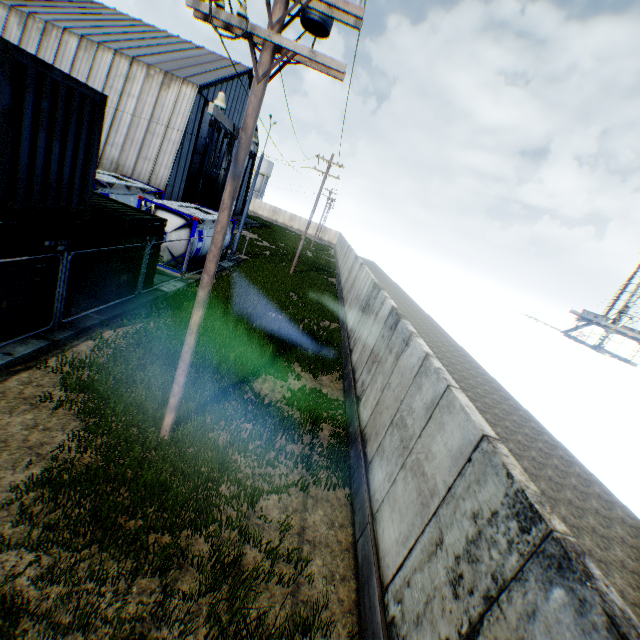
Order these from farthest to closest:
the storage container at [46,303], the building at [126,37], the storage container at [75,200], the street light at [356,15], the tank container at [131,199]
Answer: the building at [126,37], the tank container at [131,199], the storage container at [46,303], the storage container at [75,200], the street light at [356,15]

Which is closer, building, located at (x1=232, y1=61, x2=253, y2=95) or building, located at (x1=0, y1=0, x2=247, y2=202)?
building, located at (x1=0, y1=0, x2=247, y2=202)

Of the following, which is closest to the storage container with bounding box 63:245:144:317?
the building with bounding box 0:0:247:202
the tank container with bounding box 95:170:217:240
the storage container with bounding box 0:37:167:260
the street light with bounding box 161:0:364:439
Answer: the storage container with bounding box 0:37:167:260

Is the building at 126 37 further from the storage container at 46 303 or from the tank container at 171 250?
the storage container at 46 303

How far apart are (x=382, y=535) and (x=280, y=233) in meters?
55.2 m

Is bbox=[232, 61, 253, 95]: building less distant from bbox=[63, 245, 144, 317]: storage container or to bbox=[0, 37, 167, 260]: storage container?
bbox=[63, 245, 144, 317]: storage container

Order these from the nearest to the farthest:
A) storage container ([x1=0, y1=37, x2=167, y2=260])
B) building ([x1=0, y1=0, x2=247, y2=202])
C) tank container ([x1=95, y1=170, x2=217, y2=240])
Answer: storage container ([x1=0, y1=37, x2=167, y2=260])
tank container ([x1=95, y1=170, x2=217, y2=240])
building ([x1=0, y1=0, x2=247, y2=202])

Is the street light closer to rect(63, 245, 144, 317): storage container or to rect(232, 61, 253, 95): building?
rect(63, 245, 144, 317): storage container
